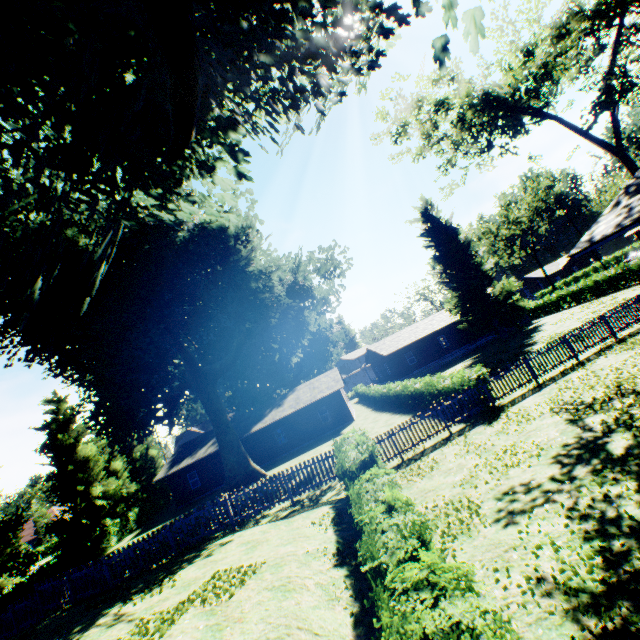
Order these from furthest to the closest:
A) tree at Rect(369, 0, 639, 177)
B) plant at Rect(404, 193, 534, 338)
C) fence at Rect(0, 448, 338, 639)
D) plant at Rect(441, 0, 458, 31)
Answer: plant at Rect(404, 193, 534, 338), tree at Rect(369, 0, 639, 177), fence at Rect(0, 448, 338, 639), plant at Rect(441, 0, 458, 31)

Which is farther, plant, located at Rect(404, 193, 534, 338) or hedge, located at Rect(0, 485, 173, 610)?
plant, located at Rect(404, 193, 534, 338)

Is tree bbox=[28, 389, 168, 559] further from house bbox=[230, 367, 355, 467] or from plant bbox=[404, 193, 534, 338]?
house bbox=[230, 367, 355, 467]

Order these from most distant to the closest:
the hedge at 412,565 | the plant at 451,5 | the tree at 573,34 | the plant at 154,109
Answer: the tree at 573,34
the plant at 451,5
the plant at 154,109
the hedge at 412,565

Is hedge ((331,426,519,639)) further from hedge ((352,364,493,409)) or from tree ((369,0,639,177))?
tree ((369,0,639,177))

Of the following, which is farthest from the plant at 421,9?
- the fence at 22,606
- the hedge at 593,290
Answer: Result: the hedge at 593,290

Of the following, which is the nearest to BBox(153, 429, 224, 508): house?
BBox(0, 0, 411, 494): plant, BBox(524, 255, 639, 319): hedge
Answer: BBox(0, 0, 411, 494): plant

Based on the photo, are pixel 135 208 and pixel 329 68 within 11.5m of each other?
yes
